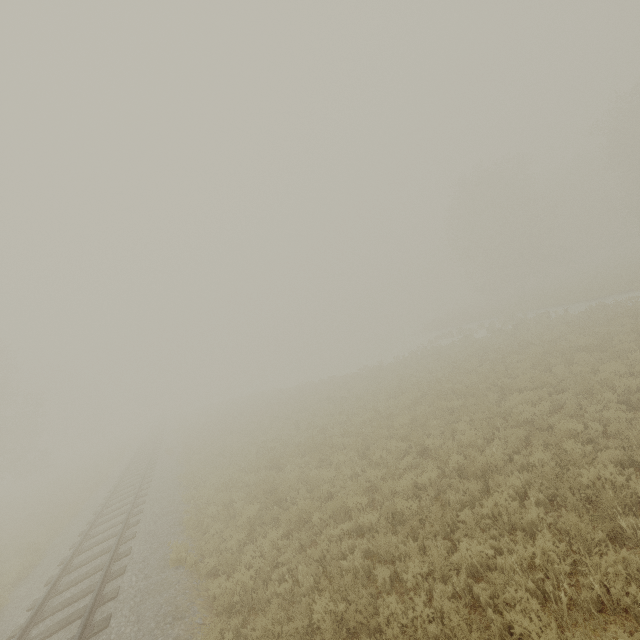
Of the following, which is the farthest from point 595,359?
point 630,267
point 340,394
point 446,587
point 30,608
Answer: point 630,267
